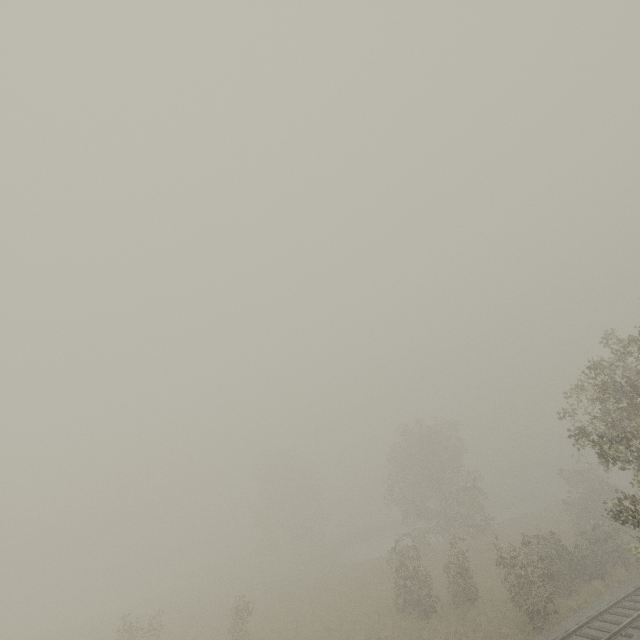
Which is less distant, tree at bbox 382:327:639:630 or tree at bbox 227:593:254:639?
tree at bbox 382:327:639:630

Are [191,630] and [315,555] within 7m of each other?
no

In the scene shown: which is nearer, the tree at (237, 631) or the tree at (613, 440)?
the tree at (613, 440)
